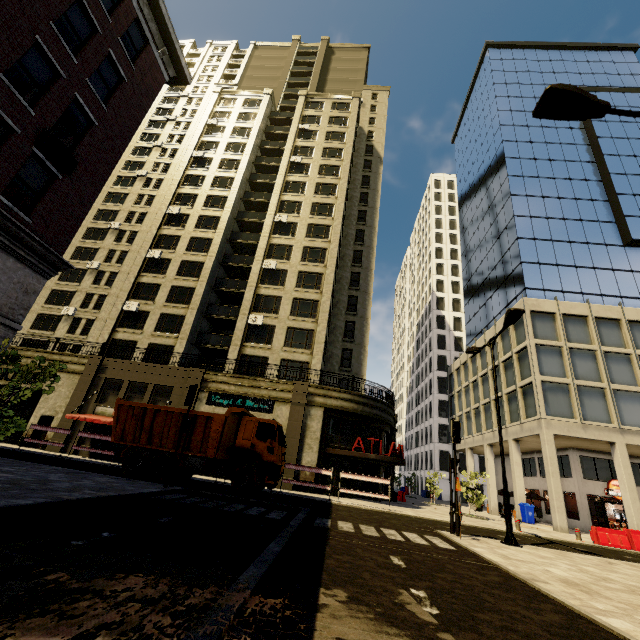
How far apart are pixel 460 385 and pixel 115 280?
42.99m

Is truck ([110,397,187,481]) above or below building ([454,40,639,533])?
below

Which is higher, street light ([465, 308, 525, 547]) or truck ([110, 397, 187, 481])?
street light ([465, 308, 525, 547])

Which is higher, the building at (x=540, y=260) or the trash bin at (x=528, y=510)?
the building at (x=540, y=260)

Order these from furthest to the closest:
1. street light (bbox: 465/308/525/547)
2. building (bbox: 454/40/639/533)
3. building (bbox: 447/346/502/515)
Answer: building (bbox: 447/346/502/515) < building (bbox: 454/40/639/533) < street light (bbox: 465/308/525/547)

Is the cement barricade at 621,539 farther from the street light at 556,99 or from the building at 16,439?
the street light at 556,99

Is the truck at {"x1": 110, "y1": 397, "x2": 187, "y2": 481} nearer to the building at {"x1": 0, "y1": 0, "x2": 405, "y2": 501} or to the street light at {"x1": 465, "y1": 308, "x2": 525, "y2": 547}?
the building at {"x1": 0, "y1": 0, "x2": 405, "y2": 501}

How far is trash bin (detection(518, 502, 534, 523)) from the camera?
23.7 meters
